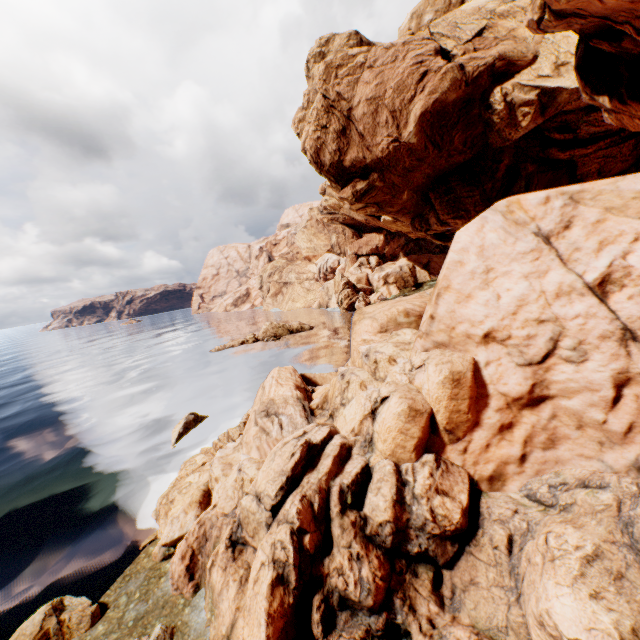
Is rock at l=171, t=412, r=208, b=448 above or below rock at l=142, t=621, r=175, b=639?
below

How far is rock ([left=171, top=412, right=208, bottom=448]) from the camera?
21.89m

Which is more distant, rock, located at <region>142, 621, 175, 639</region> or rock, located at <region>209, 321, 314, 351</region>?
rock, located at <region>209, 321, 314, 351</region>

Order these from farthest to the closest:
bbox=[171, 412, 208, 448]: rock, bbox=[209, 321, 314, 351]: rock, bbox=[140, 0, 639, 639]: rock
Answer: bbox=[209, 321, 314, 351]: rock
bbox=[171, 412, 208, 448]: rock
bbox=[140, 0, 639, 639]: rock

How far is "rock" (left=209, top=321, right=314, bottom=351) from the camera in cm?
5041

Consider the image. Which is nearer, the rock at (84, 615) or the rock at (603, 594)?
the rock at (603, 594)

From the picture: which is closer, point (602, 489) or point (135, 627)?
point (602, 489)

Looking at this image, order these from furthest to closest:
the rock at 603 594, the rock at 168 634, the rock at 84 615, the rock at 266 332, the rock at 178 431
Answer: the rock at 266 332 < the rock at 178 431 < the rock at 84 615 < the rock at 168 634 < the rock at 603 594
